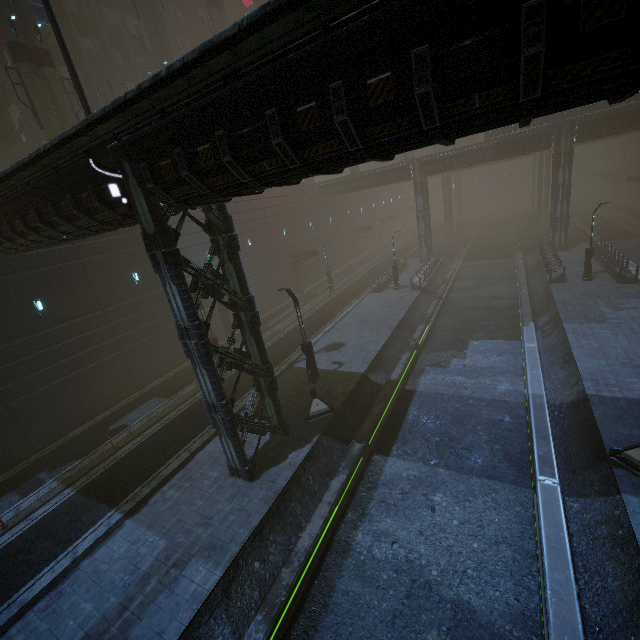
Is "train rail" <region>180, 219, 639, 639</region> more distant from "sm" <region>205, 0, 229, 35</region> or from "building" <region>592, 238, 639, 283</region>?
"sm" <region>205, 0, 229, 35</region>

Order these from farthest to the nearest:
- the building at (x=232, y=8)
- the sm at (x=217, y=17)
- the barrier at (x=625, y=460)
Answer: the building at (x=232, y=8)
the sm at (x=217, y=17)
the barrier at (x=625, y=460)

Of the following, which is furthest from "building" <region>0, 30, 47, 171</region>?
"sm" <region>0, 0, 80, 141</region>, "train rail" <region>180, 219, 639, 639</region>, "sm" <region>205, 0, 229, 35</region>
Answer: "sm" <region>0, 0, 80, 141</region>

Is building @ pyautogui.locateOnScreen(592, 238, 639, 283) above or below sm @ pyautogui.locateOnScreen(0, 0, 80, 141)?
below

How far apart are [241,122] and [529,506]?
A: 13.9 meters

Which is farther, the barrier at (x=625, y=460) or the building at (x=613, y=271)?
the building at (x=613, y=271)

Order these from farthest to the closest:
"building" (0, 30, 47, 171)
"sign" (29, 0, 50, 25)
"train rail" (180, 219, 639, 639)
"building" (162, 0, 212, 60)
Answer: "building" (162, 0, 212, 60) → "building" (0, 30, 47, 171) → "sign" (29, 0, 50, 25) → "train rail" (180, 219, 639, 639)

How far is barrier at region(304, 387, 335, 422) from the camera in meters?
15.2
